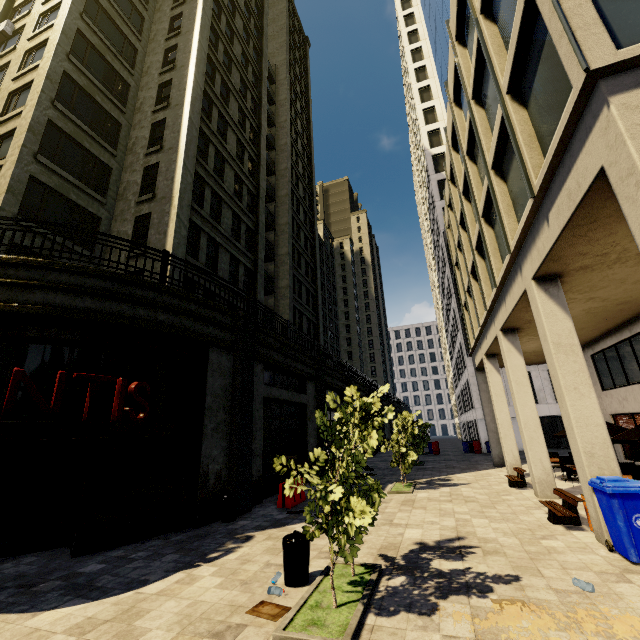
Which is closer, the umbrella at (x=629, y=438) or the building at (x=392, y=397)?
the umbrella at (x=629, y=438)

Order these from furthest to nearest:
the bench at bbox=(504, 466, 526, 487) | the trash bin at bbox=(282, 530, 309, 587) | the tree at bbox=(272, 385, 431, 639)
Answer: the bench at bbox=(504, 466, 526, 487), the trash bin at bbox=(282, 530, 309, 587), the tree at bbox=(272, 385, 431, 639)

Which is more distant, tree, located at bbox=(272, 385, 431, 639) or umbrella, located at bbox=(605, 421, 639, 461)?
umbrella, located at bbox=(605, 421, 639, 461)

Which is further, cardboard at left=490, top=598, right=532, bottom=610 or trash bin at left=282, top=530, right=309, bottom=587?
trash bin at left=282, top=530, right=309, bottom=587

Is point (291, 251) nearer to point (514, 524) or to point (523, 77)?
point (523, 77)

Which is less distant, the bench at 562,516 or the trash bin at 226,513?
the bench at 562,516

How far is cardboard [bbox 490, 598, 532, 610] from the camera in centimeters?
447cm

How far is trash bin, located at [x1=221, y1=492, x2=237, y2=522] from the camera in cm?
973
